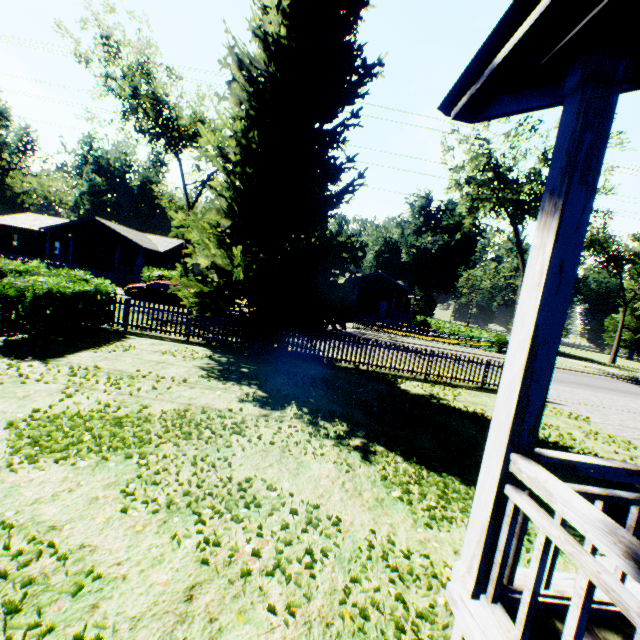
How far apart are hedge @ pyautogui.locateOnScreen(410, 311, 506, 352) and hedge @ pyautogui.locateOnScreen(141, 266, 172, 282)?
30.6 meters

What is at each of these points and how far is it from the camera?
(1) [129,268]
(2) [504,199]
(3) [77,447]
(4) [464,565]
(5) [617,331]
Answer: (1) house, 35.8m
(2) tree, 27.8m
(3) plant, 4.6m
(4) house, 2.2m
(5) plant, 45.9m

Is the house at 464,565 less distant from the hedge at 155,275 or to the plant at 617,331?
the hedge at 155,275

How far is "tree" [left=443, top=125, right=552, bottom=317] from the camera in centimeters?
2745cm

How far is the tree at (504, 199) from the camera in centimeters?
2745cm

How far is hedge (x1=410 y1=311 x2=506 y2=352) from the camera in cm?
3011

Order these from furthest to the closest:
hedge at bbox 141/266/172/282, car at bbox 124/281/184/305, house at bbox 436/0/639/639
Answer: hedge at bbox 141/266/172/282, car at bbox 124/281/184/305, house at bbox 436/0/639/639

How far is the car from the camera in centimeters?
2386cm
